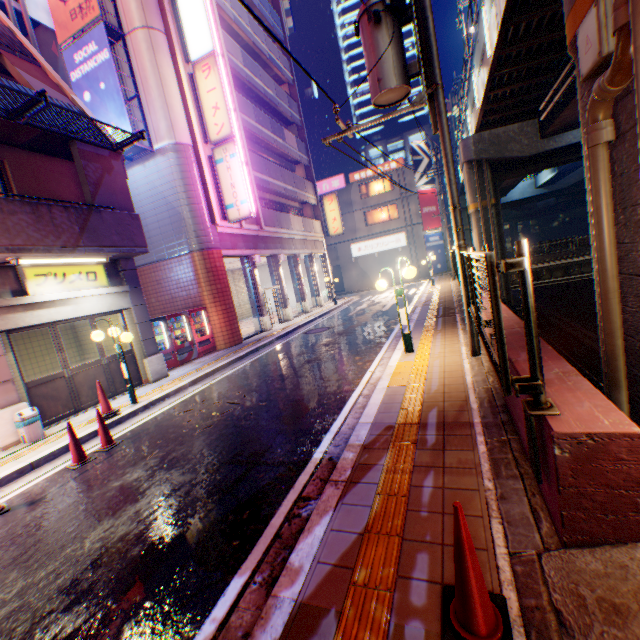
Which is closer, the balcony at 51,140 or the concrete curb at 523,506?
the concrete curb at 523,506

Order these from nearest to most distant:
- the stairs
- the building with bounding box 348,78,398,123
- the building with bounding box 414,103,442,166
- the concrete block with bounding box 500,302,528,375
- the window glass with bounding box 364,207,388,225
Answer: the concrete block with bounding box 500,302,528,375 < the stairs < the window glass with bounding box 364,207,388,225 < the building with bounding box 414,103,442,166 < the building with bounding box 348,78,398,123

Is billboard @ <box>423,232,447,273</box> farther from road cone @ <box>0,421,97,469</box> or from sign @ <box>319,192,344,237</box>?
road cone @ <box>0,421,97,469</box>

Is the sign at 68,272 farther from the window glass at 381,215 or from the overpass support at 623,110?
the window glass at 381,215

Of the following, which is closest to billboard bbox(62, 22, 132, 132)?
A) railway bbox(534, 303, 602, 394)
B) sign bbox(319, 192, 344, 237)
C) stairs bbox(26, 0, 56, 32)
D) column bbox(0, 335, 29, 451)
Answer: stairs bbox(26, 0, 56, 32)

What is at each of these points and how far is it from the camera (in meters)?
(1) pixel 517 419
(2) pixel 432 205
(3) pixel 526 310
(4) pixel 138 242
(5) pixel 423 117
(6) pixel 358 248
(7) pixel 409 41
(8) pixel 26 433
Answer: (1) concrete block, 3.61
(2) billboard, 34.69
(3) metal fence, 2.36
(4) balcony, 9.91
(5) building, 56.16
(6) sign, 36.53
(7) building, 54.69
(8) trash box, 7.20

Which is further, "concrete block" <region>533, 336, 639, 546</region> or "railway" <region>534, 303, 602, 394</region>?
"railway" <region>534, 303, 602, 394</region>

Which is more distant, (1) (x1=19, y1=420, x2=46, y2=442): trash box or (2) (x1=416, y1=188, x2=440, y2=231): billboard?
(2) (x1=416, y1=188, x2=440, y2=231): billboard
